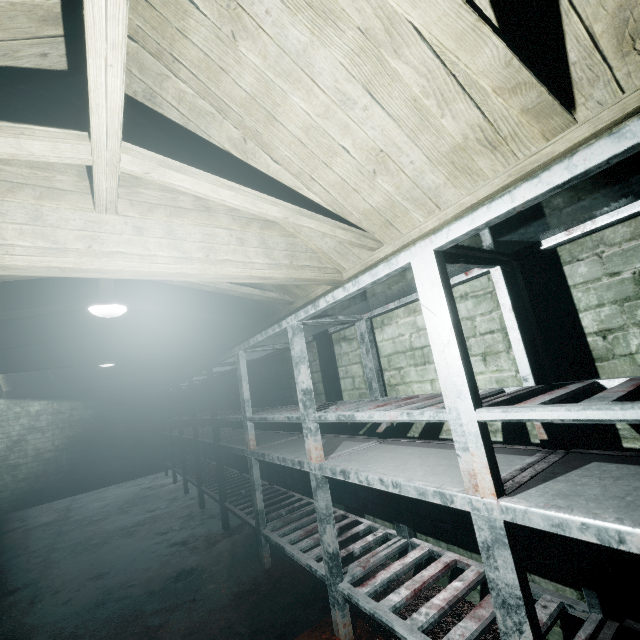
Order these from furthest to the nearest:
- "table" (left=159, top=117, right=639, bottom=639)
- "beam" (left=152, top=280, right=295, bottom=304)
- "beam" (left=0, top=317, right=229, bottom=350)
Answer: "beam" (left=0, top=317, right=229, bottom=350)
"beam" (left=152, top=280, right=295, bottom=304)
"table" (left=159, top=117, right=639, bottom=639)

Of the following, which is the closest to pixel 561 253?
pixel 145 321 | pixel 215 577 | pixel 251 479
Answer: pixel 251 479

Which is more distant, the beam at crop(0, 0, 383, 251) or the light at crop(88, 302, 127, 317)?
the light at crop(88, 302, 127, 317)

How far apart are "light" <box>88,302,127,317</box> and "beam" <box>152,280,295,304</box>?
0.07m

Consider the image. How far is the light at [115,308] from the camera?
2.9m

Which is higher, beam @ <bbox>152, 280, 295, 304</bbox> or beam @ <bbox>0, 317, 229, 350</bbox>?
beam @ <bbox>0, 317, 229, 350</bbox>

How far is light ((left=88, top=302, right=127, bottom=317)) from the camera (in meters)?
2.92

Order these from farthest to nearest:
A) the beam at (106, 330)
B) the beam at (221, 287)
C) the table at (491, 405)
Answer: the beam at (106, 330), the beam at (221, 287), the table at (491, 405)
